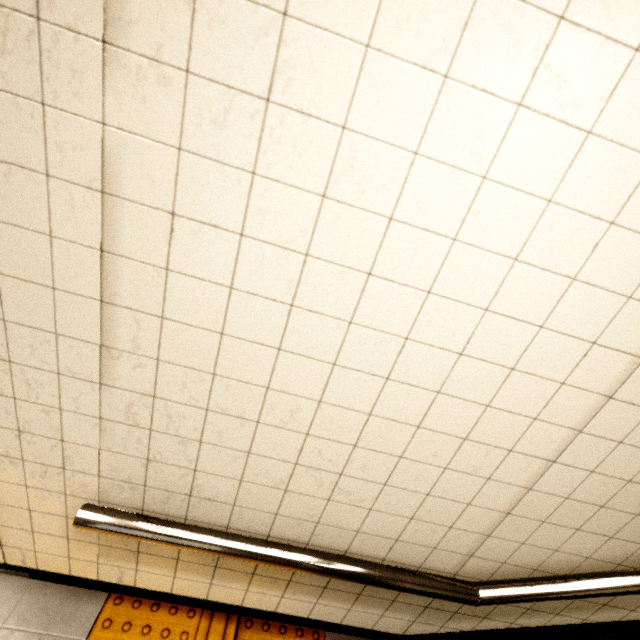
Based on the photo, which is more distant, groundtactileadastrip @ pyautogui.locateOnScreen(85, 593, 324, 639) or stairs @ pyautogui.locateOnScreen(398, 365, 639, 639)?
groundtactileadastrip @ pyautogui.locateOnScreen(85, 593, 324, 639)

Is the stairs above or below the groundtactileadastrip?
above

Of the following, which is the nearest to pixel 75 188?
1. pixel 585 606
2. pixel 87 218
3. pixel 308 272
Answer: pixel 87 218

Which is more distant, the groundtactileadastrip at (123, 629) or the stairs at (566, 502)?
the groundtactileadastrip at (123, 629)

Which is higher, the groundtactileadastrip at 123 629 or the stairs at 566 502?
the stairs at 566 502
